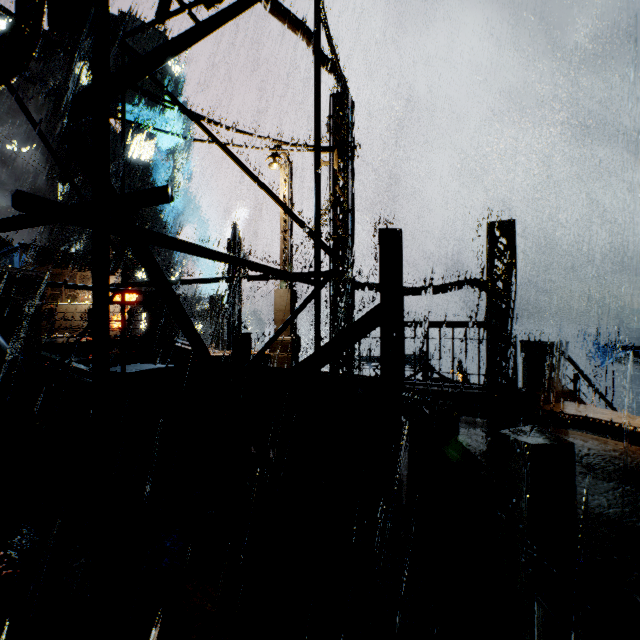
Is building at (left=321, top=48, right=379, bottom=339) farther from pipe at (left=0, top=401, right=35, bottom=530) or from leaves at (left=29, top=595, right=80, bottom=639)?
leaves at (left=29, top=595, right=80, bottom=639)

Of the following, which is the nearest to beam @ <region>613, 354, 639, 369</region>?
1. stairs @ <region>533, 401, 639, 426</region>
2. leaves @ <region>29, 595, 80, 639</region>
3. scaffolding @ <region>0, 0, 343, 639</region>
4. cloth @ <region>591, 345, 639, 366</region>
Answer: cloth @ <region>591, 345, 639, 366</region>

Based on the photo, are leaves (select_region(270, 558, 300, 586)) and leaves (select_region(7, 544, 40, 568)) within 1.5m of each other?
no

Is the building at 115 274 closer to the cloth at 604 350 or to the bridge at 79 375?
the bridge at 79 375

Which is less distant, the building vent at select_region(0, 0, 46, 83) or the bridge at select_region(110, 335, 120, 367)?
the building vent at select_region(0, 0, 46, 83)

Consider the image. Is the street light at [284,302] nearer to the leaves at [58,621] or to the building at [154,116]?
the building at [154,116]

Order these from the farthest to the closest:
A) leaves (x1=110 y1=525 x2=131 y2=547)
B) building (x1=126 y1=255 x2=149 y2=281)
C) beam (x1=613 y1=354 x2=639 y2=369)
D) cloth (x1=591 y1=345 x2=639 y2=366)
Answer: building (x1=126 y1=255 x2=149 y2=281) < cloth (x1=591 y1=345 x2=639 y2=366) < beam (x1=613 y1=354 x2=639 y2=369) < leaves (x1=110 y1=525 x2=131 y2=547)

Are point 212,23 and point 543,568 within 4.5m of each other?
yes
